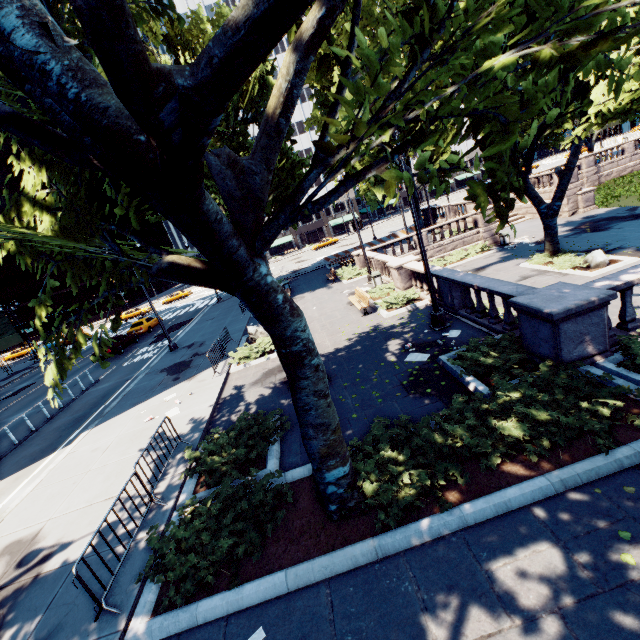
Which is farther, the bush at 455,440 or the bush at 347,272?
the bush at 347,272

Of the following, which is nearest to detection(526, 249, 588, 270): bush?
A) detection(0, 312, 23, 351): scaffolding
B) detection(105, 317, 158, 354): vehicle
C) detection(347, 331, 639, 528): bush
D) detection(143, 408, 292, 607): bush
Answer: detection(347, 331, 639, 528): bush

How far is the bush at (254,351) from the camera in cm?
1455

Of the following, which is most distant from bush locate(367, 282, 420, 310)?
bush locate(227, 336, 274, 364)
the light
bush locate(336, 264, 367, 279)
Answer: bush locate(336, 264, 367, 279)

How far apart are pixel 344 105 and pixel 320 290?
21.1 meters

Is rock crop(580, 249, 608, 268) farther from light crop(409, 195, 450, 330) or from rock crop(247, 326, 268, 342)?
rock crop(247, 326, 268, 342)

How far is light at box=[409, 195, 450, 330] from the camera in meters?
10.7

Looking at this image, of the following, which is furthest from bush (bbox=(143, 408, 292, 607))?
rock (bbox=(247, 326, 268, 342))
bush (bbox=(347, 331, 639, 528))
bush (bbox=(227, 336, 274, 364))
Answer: rock (bbox=(247, 326, 268, 342))
